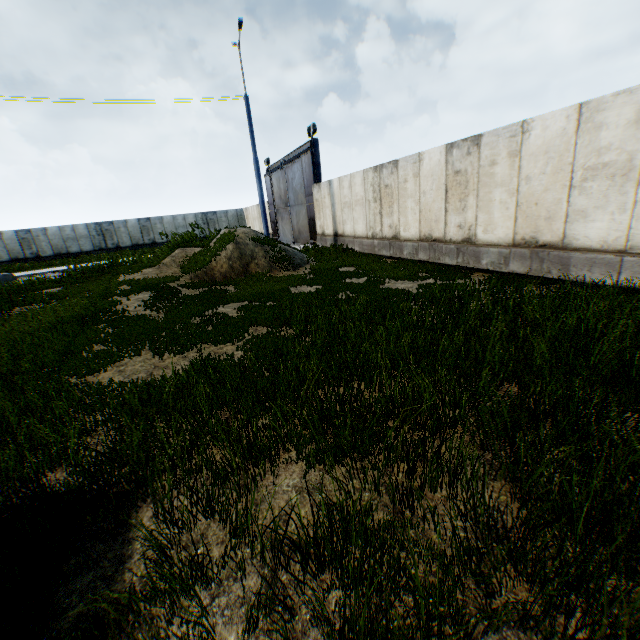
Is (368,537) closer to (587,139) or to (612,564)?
(612,564)

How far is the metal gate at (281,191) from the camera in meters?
19.3

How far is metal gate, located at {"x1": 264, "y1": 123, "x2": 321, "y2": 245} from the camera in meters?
19.3 m
